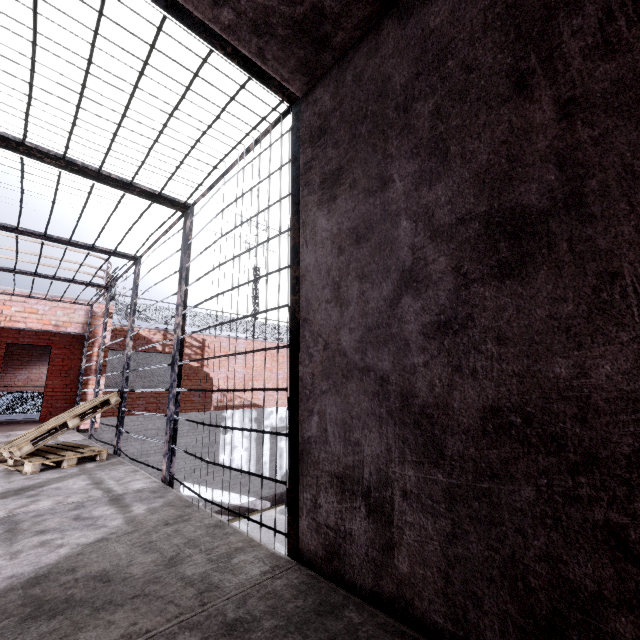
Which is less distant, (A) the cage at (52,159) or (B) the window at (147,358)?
(A) the cage at (52,159)

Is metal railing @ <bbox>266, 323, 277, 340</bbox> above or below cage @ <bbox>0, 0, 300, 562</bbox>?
above

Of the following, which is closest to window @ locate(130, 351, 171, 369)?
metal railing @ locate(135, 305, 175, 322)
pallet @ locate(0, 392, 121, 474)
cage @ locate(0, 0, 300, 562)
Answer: metal railing @ locate(135, 305, 175, 322)

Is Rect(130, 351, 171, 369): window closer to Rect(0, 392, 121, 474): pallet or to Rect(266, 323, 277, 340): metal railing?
Rect(266, 323, 277, 340): metal railing

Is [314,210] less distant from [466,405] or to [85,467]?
[466,405]

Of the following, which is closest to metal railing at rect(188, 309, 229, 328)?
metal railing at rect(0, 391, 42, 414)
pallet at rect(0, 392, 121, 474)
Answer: metal railing at rect(0, 391, 42, 414)

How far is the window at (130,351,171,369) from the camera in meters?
11.2

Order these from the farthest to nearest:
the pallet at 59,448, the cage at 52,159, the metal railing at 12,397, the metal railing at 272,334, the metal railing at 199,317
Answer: the metal railing at 272,334, the metal railing at 199,317, the metal railing at 12,397, the pallet at 59,448, the cage at 52,159
